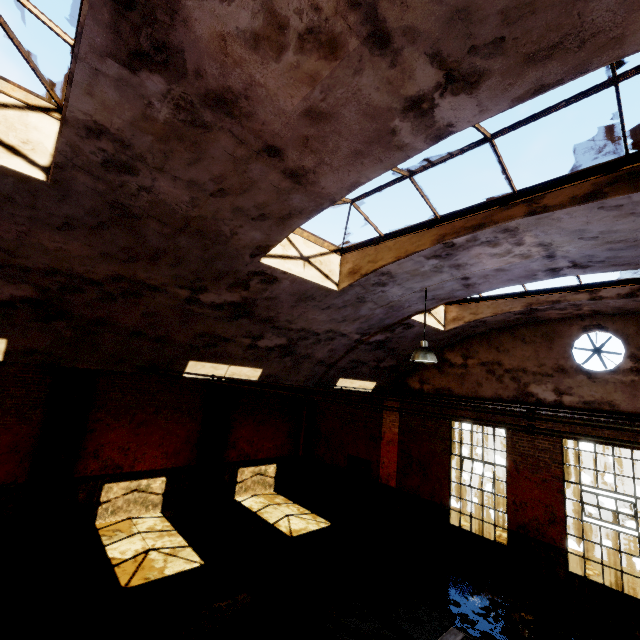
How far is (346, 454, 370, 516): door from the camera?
13.3m

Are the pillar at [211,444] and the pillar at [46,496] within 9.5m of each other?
yes

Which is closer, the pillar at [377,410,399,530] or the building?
the building

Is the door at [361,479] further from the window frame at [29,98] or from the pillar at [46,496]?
the window frame at [29,98]

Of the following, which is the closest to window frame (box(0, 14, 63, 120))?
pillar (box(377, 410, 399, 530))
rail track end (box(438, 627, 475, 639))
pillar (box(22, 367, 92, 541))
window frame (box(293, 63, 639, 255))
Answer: window frame (box(293, 63, 639, 255))

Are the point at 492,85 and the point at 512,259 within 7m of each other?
yes

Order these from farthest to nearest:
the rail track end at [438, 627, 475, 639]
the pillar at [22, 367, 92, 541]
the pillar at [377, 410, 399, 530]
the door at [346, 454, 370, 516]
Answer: the door at [346, 454, 370, 516], the pillar at [377, 410, 399, 530], the pillar at [22, 367, 92, 541], the rail track end at [438, 627, 475, 639]

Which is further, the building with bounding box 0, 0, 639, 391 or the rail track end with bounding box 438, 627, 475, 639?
the rail track end with bounding box 438, 627, 475, 639
